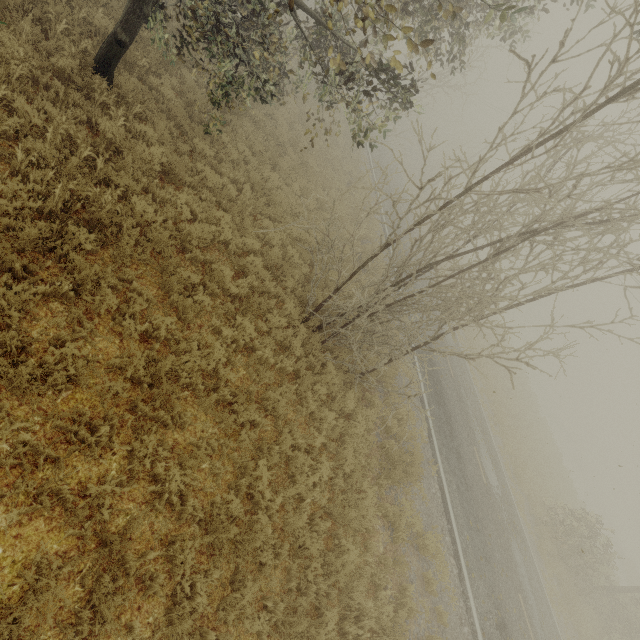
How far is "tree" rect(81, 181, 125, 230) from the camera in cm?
559

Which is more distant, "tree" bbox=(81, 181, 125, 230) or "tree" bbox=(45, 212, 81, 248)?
"tree" bbox=(81, 181, 125, 230)

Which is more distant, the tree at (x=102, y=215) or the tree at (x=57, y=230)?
the tree at (x=102, y=215)

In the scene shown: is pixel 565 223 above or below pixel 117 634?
above
